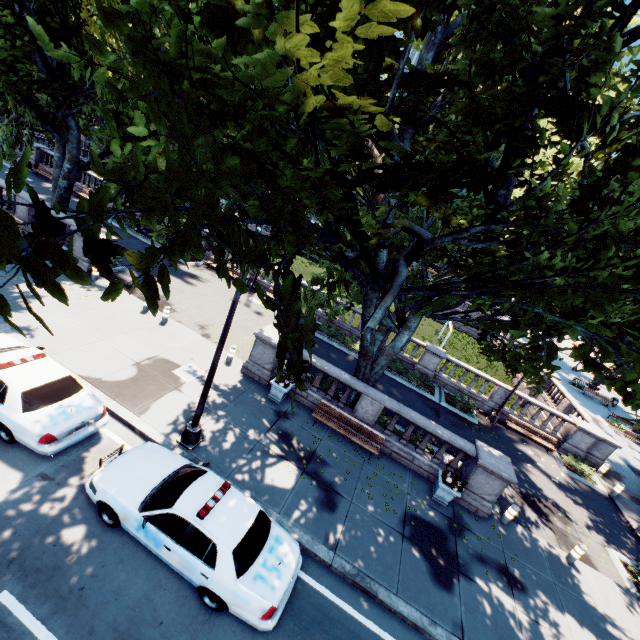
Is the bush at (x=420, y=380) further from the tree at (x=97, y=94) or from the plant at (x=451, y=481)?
the plant at (x=451, y=481)

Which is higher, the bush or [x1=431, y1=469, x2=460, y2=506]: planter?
[x1=431, y1=469, x2=460, y2=506]: planter

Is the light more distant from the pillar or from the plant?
the pillar

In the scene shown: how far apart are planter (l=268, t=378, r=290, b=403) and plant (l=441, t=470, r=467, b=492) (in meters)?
6.65

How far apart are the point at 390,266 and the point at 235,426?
7.7 meters

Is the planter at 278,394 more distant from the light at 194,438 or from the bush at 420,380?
the bush at 420,380

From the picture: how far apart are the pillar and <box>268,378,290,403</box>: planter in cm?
1209

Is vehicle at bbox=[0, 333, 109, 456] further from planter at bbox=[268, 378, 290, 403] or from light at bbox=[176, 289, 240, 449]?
planter at bbox=[268, 378, 290, 403]
